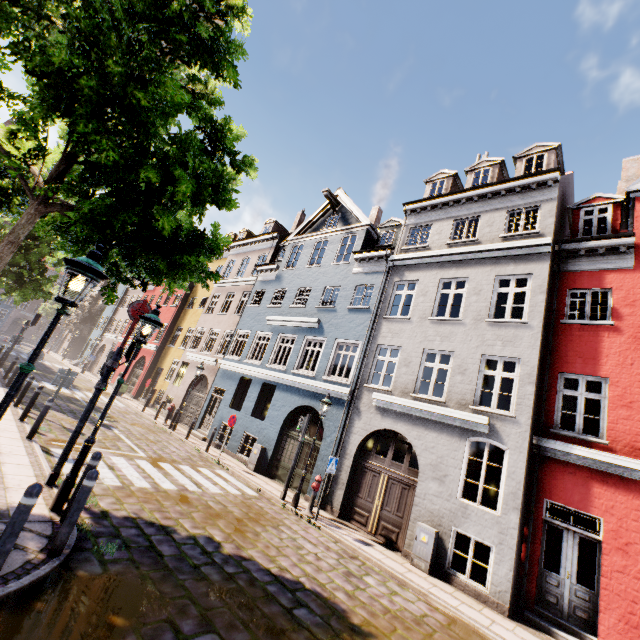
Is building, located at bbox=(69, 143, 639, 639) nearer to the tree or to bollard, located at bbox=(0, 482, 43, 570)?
the tree

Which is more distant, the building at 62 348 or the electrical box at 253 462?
the building at 62 348

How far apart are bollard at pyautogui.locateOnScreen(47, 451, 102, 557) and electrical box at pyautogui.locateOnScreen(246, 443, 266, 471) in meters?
9.9 m

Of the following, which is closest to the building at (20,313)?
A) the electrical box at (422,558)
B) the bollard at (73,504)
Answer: the electrical box at (422,558)

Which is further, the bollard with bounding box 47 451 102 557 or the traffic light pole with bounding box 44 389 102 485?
the traffic light pole with bounding box 44 389 102 485

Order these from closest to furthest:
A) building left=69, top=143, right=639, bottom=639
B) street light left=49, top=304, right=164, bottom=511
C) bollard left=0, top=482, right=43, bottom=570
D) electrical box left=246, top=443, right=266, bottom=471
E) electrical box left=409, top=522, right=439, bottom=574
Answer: bollard left=0, top=482, right=43, bottom=570 < street light left=49, top=304, right=164, bottom=511 < building left=69, top=143, right=639, bottom=639 < electrical box left=409, top=522, right=439, bottom=574 < electrical box left=246, top=443, right=266, bottom=471

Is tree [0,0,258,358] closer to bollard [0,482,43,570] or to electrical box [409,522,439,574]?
bollard [0,482,43,570]

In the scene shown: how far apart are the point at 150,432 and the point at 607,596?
16.7 meters
